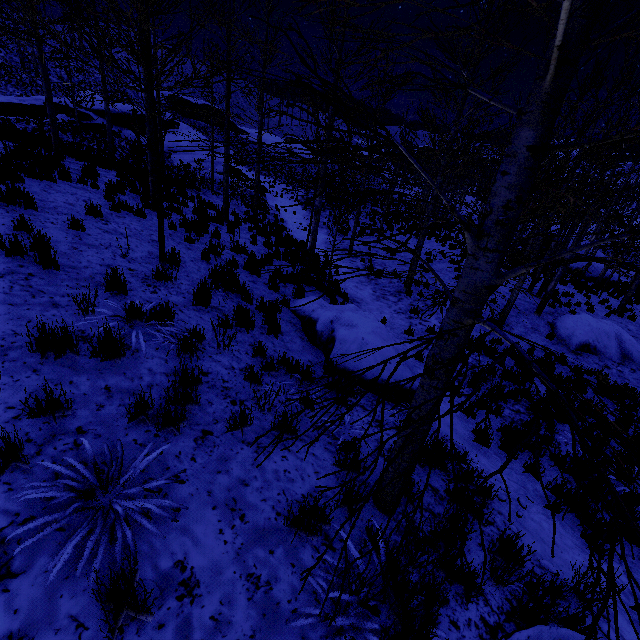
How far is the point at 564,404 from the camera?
1.35m

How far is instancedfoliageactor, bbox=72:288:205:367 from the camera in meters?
3.7

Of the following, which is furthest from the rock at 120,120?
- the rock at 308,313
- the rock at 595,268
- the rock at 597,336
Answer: the rock at 595,268

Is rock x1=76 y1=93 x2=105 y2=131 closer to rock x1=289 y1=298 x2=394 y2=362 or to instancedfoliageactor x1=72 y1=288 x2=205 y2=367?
instancedfoliageactor x1=72 y1=288 x2=205 y2=367

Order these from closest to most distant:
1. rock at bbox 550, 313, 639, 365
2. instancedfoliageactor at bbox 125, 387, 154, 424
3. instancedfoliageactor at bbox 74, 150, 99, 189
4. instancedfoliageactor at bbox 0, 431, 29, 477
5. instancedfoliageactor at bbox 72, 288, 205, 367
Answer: instancedfoliageactor at bbox 0, 431, 29, 477
instancedfoliageactor at bbox 125, 387, 154, 424
instancedfoliageactor at bbox 72, 288, 205, 367
instancedfoliageactor at bbox 74, 150, 99, 189
rock at bbox 550, 313, 639, 365

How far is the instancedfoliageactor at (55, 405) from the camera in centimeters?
274cm

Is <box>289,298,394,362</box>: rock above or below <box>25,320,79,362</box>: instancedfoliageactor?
below

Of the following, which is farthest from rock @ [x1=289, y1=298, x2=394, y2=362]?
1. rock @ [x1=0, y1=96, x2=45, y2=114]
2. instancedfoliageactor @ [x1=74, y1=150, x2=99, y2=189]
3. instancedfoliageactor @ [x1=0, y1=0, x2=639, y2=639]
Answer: rock @ [x1=0, y1=96, x2=45, y2=114]
